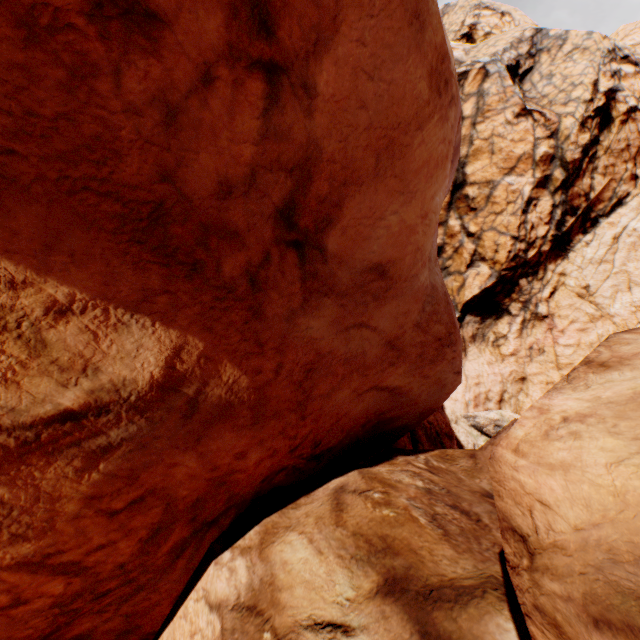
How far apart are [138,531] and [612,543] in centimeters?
402cm
